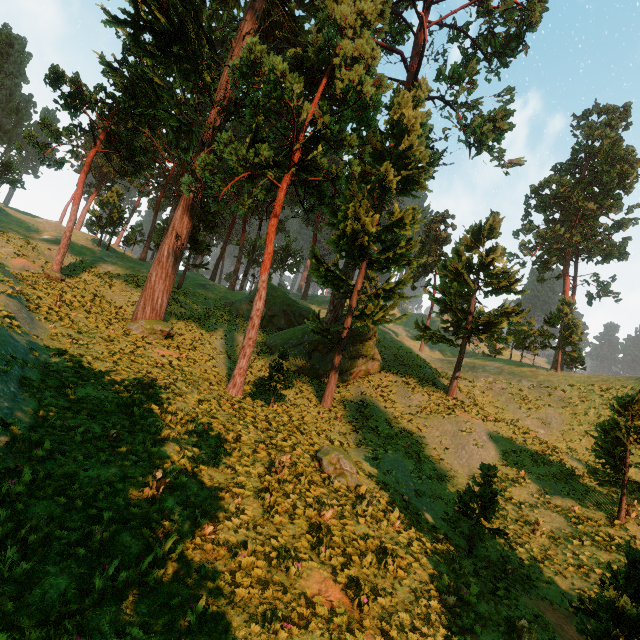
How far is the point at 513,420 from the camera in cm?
2809

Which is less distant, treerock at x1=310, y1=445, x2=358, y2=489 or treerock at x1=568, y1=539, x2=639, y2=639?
treerock at x1=568, y1=539, x2=639, y2=639

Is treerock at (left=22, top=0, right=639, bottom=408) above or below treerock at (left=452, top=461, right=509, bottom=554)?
above

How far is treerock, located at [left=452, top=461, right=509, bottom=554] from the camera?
12.5m

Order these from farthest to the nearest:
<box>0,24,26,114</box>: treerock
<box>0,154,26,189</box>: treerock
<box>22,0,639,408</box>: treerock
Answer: <box>0,24,26,114</box>: treerock < <box>0,154,26,189</box>: treerock < <box>22,0,639,408</box>: treerock

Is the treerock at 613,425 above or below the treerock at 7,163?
below

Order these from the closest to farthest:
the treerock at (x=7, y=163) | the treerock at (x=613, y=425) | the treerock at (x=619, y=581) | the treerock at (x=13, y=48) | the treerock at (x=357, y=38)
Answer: the treerock at (x=619, y=581)
the treerock at (x=613, y=425)
the treerock at (x=357, y=38)
the treerock at (x=7, y=163)
the treerock at (x=13, y=48)
